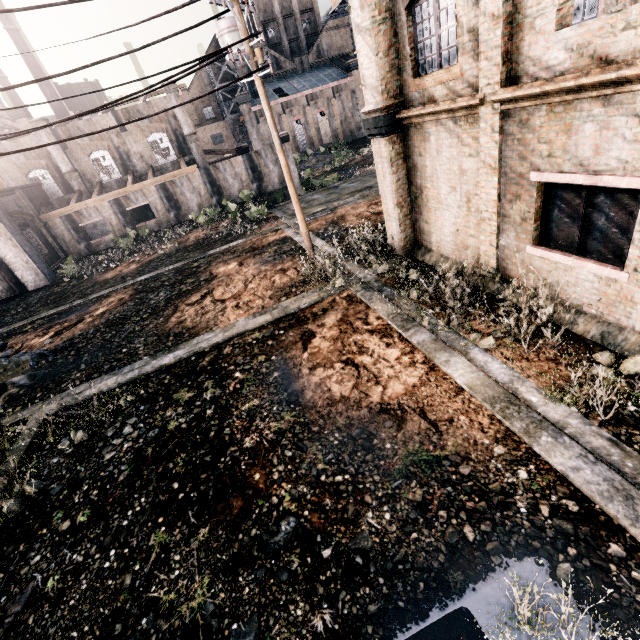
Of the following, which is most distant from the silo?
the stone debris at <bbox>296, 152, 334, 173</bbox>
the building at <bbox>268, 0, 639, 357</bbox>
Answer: the building at <bbox>268, 0, 639, 357</bbox>

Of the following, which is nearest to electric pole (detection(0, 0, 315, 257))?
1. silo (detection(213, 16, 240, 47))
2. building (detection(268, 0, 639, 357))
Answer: building (detection(268, 0, 639, 357))

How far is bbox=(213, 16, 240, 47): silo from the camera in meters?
53.3 m

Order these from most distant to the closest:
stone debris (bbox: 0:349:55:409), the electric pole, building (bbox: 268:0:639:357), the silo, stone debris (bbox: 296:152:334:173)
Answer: the silo, stone debris (bbox: 296:152:334:173), stone debris (bbox: 0:349:55:409), the electric pole, building (bbox: 268:0:639:357)

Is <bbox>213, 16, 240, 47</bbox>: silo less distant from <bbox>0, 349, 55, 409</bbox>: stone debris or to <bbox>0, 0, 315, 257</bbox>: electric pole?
<bbox>0, 0, 315, 257</bbox>: electric pole

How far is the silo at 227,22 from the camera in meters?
53.3

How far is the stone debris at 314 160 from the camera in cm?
5222

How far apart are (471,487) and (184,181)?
35.23m
